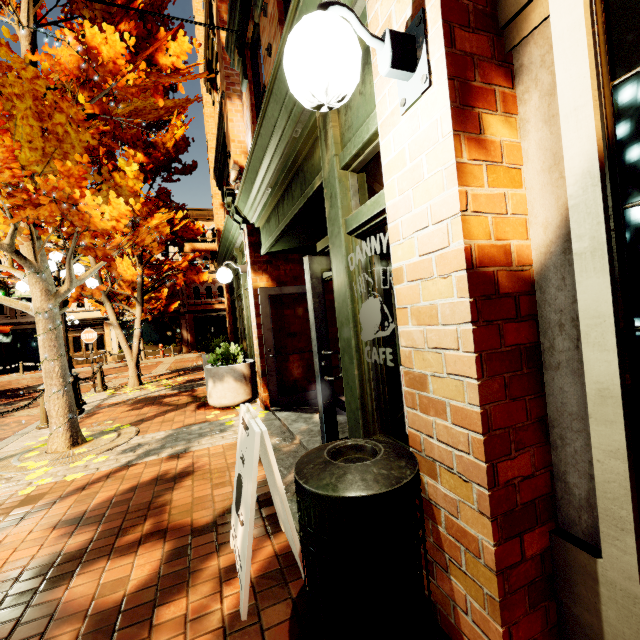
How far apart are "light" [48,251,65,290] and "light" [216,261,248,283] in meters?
3.5

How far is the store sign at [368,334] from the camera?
2.1 meters

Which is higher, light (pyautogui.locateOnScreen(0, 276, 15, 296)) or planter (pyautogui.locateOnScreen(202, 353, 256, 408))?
light (pyautogui.locateOnScreen(0, 276, 15, 296))

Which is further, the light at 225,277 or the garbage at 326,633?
the light at 225,277

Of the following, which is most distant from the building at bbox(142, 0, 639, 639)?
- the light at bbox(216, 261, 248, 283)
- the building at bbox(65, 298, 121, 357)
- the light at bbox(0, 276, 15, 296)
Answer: the building at bbox(65, 298, 121, 357)

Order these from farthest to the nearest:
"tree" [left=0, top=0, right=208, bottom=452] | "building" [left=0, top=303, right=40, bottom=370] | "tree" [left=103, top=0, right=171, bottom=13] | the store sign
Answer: "building" [left=0, top=303, right=40, bottom=370]
"tree" [left=103, top=0, right=171, bottom=13]
"tree" [left=0, top=0, right=208, bottom=452]
the store sign

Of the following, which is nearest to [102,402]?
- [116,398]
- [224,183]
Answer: [116,398]

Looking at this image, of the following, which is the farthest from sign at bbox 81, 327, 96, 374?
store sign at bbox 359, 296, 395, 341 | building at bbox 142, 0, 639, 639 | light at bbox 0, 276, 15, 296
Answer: store sign at bbox 359, 296, 395, 341
